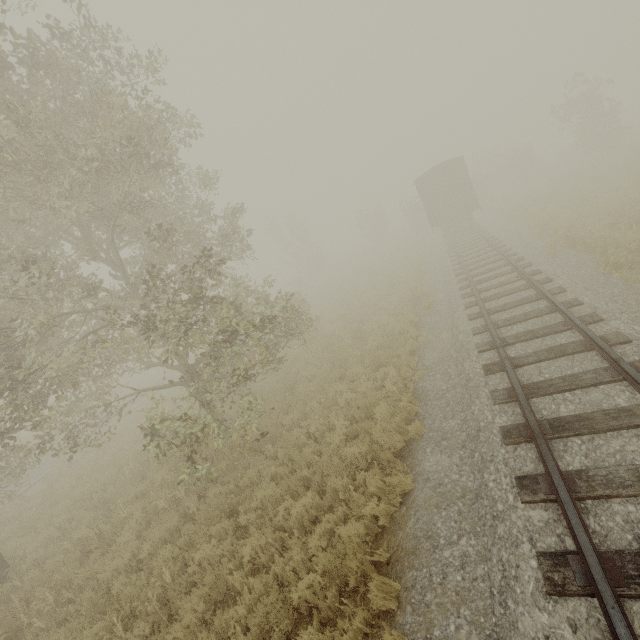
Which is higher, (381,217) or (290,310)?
(381,217)

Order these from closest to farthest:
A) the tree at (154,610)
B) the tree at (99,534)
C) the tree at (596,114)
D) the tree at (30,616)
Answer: the tree at (154,610) < the tree at (30,616) < the tree at (99,534) < the tree at (596,114)

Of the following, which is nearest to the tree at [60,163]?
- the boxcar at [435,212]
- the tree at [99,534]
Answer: the boxcar at [435,212]

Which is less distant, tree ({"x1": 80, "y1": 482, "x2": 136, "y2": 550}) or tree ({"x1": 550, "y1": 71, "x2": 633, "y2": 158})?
tree ({"x1": 80, "y1": 482, "x2": 136, "y2": 550})

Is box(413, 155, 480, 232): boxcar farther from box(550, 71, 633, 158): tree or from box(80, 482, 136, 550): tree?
box(80, 482, 136, 550): tree

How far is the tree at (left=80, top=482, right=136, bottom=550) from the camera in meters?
8.4

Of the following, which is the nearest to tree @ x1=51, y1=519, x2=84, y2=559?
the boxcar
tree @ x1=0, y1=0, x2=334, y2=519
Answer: tree @ x1=0, y1=0, x2=334, y2=519
